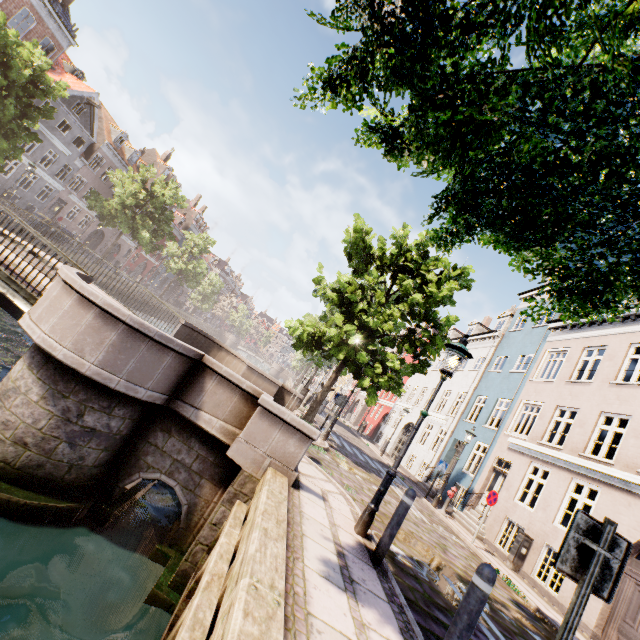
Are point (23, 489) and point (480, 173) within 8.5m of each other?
yes

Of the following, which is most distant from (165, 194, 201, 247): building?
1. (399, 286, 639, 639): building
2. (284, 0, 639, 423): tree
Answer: (399, 286, 639, 639): building

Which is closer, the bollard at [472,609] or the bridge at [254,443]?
the bollard at [472,609]

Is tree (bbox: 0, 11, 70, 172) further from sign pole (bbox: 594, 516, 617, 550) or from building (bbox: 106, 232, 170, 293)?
building (bbox: 106, 232, 170, 293)

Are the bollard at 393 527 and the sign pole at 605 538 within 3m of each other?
yes

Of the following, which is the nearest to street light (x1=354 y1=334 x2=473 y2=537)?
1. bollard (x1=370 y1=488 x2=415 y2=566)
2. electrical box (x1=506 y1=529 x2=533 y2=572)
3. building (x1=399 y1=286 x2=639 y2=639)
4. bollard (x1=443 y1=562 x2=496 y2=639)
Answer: bollard (x1=370 y1=488 x2=415 y2=566)

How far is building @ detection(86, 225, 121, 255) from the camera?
39.7 meters

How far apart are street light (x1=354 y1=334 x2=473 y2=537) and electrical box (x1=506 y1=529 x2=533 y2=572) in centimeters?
960cm
